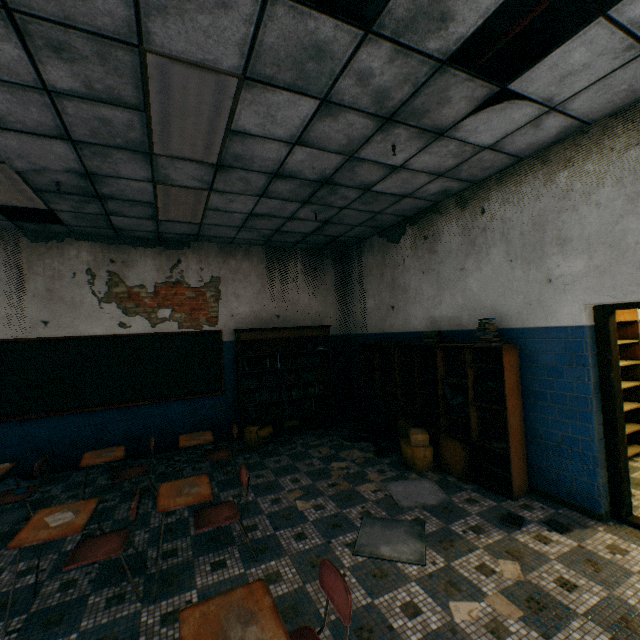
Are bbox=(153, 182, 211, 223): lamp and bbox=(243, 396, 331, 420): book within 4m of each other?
yes

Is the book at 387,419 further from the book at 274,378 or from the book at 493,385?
the book at 493,385

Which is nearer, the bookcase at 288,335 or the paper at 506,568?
the paper at 506,568

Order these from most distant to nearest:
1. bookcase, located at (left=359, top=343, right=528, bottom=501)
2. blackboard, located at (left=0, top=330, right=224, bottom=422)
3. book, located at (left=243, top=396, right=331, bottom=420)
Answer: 1. book, located at (left=243, top=396, right=331, bottom=420)
2. blackboard, located at (left=0, top=330, right=224, bottom=422)
3. bookcase, located at (left=359, top=343, right=528, bottom=501)

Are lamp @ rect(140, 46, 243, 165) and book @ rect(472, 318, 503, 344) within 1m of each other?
no

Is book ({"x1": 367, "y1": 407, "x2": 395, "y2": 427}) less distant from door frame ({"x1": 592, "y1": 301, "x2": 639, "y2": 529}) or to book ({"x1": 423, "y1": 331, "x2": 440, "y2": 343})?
book ({"x1": 423, "y1": 331, "x2": 440, "y2": 343})

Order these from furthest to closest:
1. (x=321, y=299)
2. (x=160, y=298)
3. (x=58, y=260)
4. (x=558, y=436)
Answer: (x=321, y=299) < (x=160, y=298) < (x=58, y=260) < (x=558, y=436)

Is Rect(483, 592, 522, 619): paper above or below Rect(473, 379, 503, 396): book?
below
